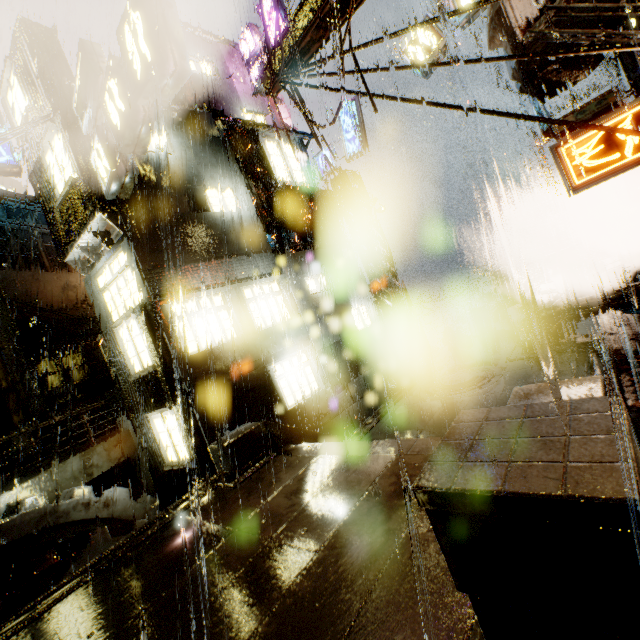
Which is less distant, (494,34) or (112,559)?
(112,559)

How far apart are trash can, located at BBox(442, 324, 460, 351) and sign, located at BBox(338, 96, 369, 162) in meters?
9.3

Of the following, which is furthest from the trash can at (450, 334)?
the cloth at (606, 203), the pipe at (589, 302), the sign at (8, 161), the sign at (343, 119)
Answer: the sign at (8, 161)

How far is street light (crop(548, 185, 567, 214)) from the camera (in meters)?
23.87

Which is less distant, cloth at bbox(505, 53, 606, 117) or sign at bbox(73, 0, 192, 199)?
sign at bbox(73, 0, 192, 199)

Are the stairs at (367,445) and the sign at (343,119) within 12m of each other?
no

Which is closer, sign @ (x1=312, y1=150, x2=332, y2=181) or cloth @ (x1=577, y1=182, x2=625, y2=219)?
cloth @ (x1=577, y1=182, x2=625, y2=219)

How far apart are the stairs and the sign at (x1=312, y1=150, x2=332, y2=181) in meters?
12.8 m
